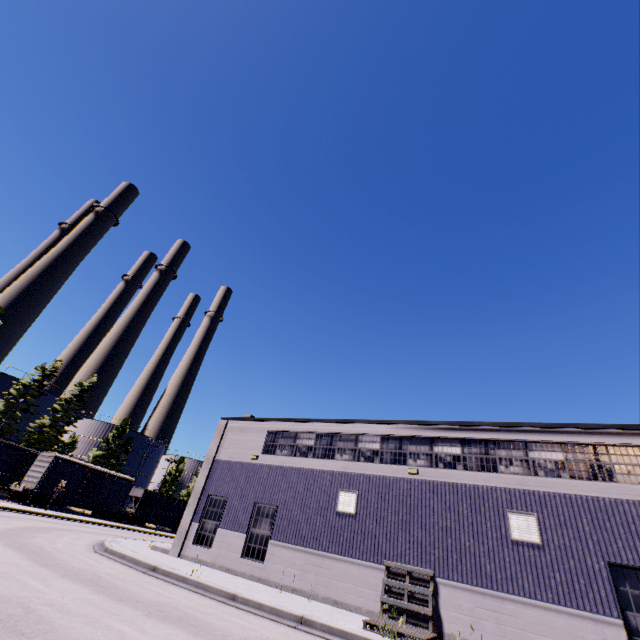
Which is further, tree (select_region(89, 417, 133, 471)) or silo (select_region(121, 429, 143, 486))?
silo (select_region(121, 429, 143, 486))

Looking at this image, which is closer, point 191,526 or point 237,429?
point 191,526

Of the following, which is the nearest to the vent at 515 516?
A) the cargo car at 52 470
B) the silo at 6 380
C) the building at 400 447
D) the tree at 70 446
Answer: the building at 400 447

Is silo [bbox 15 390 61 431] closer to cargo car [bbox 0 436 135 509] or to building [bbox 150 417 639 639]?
cargo car [bbox 0 436 135 509]

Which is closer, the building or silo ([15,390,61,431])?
the building

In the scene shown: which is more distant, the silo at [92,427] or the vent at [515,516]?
the silo at [92,427]

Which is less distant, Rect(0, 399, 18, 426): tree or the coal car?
Rect(0, 399, 18, 426): tree

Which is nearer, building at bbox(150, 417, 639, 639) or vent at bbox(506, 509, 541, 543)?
building at bbox(150, 417, 639, 639)
